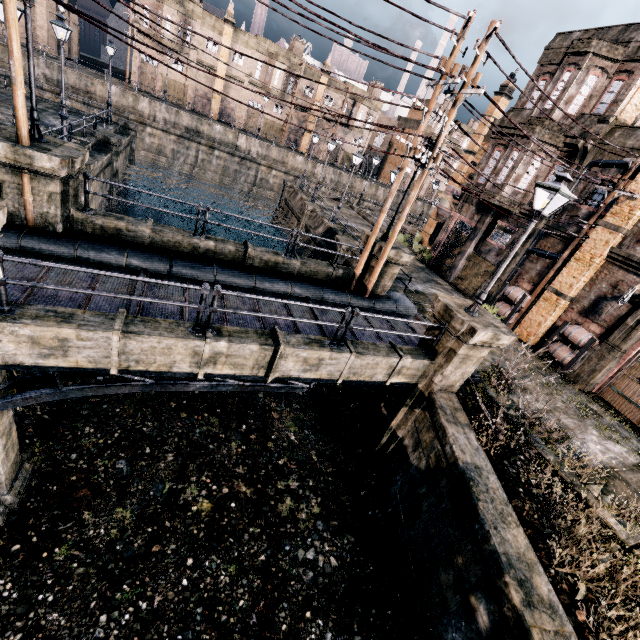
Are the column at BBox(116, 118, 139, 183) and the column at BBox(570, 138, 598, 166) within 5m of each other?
no

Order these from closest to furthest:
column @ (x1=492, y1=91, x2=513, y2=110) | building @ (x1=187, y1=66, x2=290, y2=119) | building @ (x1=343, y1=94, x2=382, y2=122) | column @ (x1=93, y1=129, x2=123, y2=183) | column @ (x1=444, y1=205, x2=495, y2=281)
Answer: column @ (x1=93, y1=129, x2=123, y2=183) < column @ (x1=444, y1=205, x2=495, y2=281) < column @ (x1=492, y1=91, x2=513, y2=110) < building @ (x1=187, y1=66, x2=290, y2=119) < building @ (x1=343, y1=94, x2=382, y2=122)

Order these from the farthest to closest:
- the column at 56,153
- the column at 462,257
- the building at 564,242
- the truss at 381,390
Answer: the column at 462,257, the building at 564,242, the truss at 381,390, the column at 56,153

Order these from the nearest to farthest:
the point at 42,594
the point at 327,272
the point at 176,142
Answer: the point at 42,594 < the point at 327,272 < the point at 176,142

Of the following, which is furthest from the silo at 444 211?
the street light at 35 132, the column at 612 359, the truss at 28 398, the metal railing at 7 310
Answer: the street light at 35 132

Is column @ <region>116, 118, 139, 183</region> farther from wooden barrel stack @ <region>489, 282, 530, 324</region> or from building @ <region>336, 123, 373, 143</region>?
wooden barrel stack @ <region>489, 282, 530, 324</region>

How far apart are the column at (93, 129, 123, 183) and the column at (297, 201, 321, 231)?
14.1 meters

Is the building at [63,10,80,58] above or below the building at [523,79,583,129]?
below
